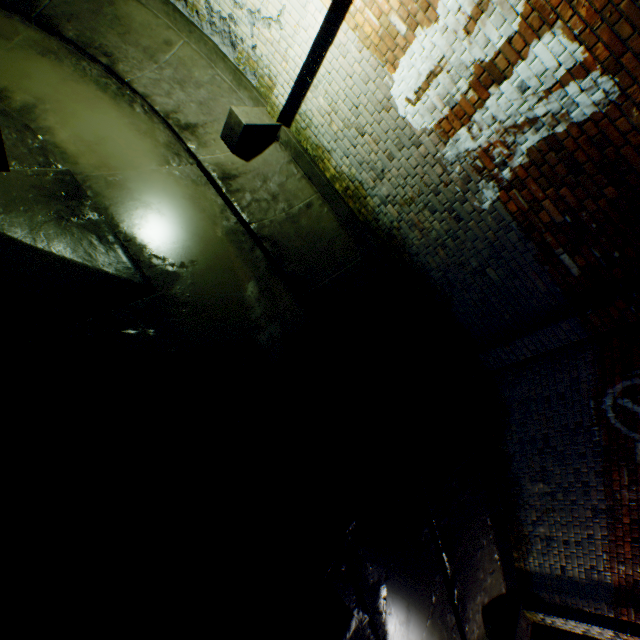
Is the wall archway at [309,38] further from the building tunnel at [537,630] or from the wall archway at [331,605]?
the wall archway at [331,605]

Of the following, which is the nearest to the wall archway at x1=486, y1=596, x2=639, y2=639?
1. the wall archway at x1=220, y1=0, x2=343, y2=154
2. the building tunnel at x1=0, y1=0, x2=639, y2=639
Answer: the building tunnel at x1=0, y1=0, x2=639, y2=639

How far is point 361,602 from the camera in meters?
3.4

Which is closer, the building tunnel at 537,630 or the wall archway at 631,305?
the wall archway at 631,305

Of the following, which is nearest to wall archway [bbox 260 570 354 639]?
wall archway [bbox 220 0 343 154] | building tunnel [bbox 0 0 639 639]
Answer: building tunnel [bbox 0 0 639 639]

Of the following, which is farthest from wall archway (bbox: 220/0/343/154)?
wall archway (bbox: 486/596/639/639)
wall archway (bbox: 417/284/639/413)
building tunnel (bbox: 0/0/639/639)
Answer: wall archway (bbox: 486/596/639/639)

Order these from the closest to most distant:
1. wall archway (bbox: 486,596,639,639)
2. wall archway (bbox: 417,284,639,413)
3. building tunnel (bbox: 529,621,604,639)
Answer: wall archway (bbox: 417,284,639,413) → wall archway (bbox: 486,596,639,639) → building tunnel (bbox: 529,621,604,639)
